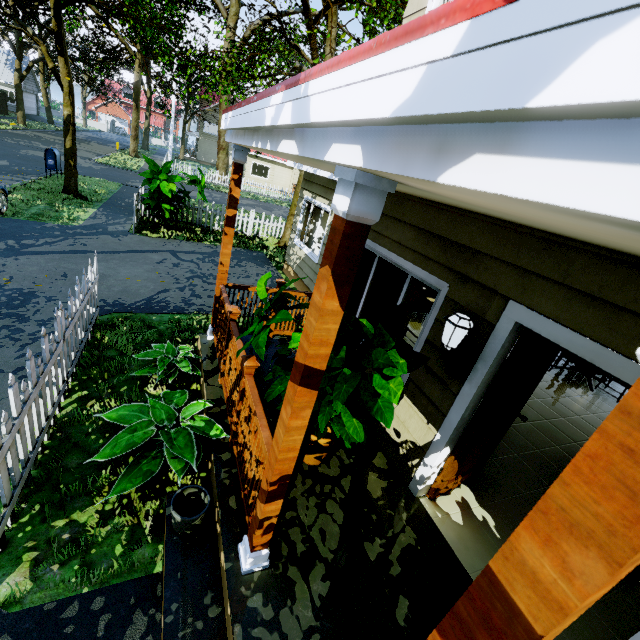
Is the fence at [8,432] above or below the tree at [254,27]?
below

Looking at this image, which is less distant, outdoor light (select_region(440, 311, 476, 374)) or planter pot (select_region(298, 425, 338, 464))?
outdoor light (select_region(440, 311, 476, 374))

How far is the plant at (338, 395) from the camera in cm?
225

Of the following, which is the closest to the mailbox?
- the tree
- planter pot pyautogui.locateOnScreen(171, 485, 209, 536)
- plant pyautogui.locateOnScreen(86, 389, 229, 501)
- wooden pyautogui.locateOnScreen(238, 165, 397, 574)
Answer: the tree

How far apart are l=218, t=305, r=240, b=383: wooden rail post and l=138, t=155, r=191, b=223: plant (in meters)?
7.96

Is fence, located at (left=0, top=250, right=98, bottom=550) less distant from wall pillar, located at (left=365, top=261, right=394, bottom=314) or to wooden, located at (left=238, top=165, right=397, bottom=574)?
wooden, located at (left=238, top=165, right=397, bottom=574)

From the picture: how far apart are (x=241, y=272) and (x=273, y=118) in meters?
7.8 m

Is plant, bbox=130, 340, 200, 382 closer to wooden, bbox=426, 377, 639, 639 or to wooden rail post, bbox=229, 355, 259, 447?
wooden rail post, bbox=229, 355, 259, 447
